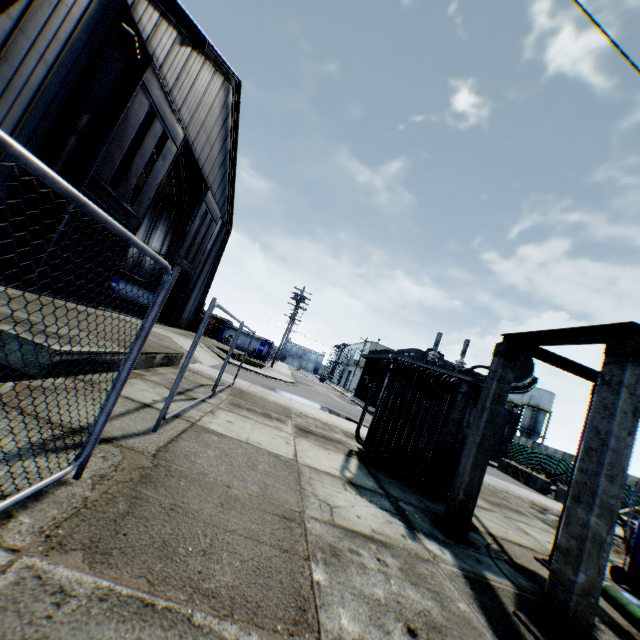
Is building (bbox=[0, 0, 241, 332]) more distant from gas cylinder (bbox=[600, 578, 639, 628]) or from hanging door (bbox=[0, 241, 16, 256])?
gas cylinder (bbox=[600, 578, 639, 628])

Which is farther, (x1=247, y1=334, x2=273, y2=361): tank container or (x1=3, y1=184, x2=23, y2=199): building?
(x1=247, y1=334, x2=273, y2=361): tank container

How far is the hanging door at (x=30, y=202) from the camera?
11.1 meters

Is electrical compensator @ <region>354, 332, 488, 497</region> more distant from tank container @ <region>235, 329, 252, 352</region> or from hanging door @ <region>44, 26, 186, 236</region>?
tank container @ <region>235, 329, 252, 352</region>

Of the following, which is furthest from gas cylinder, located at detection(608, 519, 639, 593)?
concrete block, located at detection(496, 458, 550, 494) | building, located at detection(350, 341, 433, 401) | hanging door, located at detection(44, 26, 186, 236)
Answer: building, located at detection(350, 341, 433, 401)

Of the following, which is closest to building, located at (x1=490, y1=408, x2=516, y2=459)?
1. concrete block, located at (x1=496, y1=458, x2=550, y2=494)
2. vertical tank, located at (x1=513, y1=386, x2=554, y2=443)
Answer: concrete block, located at (x1=496, y1=458, x2=550, y2=494)

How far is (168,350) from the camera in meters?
10.8 m

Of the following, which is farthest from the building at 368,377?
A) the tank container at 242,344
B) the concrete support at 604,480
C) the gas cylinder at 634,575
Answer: the concrete support at 604,480
